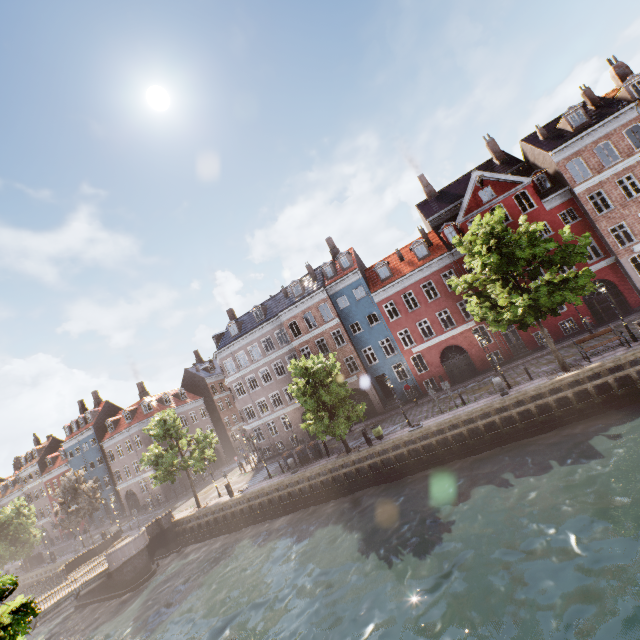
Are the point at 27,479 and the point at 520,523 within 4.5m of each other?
no

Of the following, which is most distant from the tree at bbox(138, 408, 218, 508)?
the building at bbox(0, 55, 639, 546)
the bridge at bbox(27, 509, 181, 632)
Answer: the building at bbox(0, 55, 639, 546)

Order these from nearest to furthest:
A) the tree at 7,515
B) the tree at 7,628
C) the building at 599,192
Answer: the tree at 7,628 < the building at 599,192 < the tree at 7,515

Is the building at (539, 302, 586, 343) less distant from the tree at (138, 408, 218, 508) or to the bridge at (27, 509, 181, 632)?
the tree at (138, 408, 218, 508)

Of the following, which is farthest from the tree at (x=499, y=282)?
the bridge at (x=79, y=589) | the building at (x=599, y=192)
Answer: the building at (x=599, y=192)

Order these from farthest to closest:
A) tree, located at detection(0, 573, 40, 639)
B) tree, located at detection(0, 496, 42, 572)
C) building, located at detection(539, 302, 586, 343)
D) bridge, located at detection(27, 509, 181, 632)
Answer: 1. tree, located at detection(0, 496, 42, 572)
2. building, located at detection(539, 302, 586, 343)
3. bridge, located at detection(27, 509, 181, 632)
4. tree, located at detection(0, 573, 40, 639)
